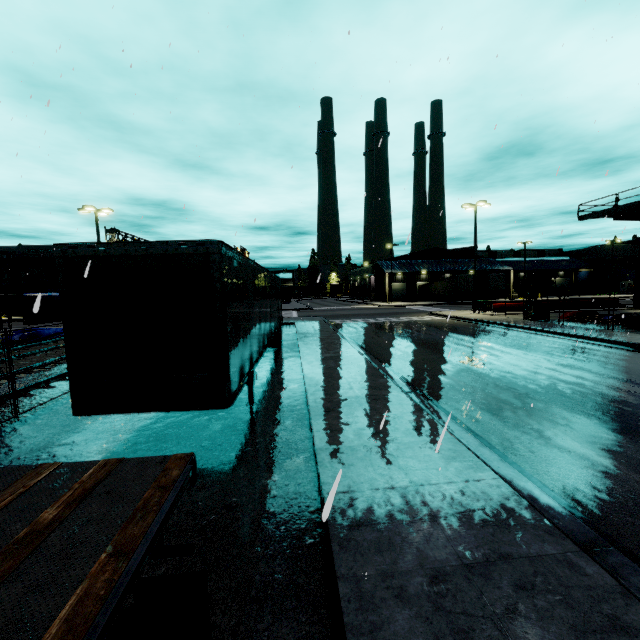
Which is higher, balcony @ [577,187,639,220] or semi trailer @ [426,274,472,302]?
balcony @ [577,187,639,220]

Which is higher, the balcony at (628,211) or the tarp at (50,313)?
the balcony at (628,211)

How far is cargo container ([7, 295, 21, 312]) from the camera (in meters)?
42.34

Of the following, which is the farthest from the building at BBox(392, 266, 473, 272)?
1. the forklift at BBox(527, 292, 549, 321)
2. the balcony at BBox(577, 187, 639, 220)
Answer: the forklift at BBox(527, 292, 549, 321)

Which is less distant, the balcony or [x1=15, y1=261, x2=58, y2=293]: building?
the balcony

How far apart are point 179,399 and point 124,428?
3.5 meters

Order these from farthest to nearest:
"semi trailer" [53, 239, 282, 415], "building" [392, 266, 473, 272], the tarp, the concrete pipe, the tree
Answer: "building" [392, 266, 473, 272], the tree, the tarp, the concrete pipe, "semi trailer" [53, 239, 282, 415]

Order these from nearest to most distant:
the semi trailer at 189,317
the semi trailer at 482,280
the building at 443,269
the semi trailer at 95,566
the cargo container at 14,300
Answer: the semi trailer at 95,566
the semi trailer at 189,317
the cargo container at 14,300
the semi trailer at 482,280
the building at 443,269
